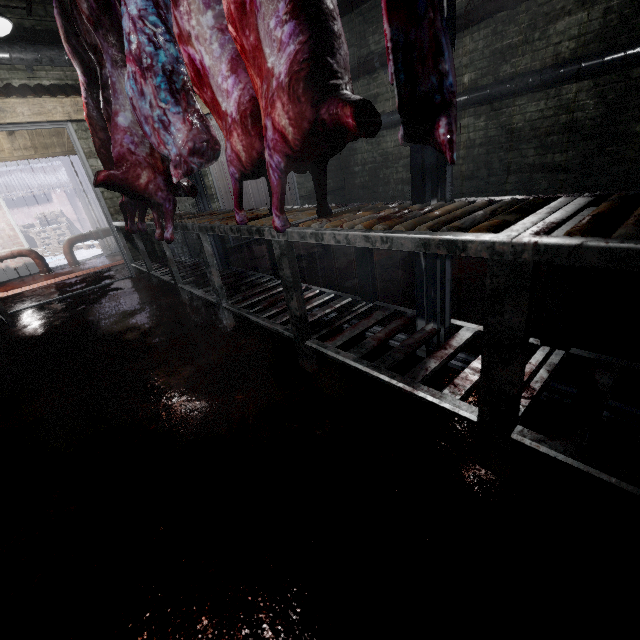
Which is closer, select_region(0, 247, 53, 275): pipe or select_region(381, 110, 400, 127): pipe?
select_region(381, 110, 400, 127): pipe

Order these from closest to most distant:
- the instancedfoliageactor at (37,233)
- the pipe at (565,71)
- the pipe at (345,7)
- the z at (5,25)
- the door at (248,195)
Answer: the z at (5,25)
the pipe at (565,71)
the pipe at (345,7)
the door at (248,195)
the instancedfoliageactor at (37,233)

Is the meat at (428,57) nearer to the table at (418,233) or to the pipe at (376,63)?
the table at (418,233)

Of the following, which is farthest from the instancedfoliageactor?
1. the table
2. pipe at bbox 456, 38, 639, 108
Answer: pipe at bbox 456, 38, 639, 108

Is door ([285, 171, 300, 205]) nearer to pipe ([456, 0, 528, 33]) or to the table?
pipe ([456, 0, 528, 33])

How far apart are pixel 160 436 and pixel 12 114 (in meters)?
4.16

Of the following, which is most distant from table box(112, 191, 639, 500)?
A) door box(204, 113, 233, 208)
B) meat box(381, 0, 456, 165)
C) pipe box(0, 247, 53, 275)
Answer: pipe box(0, 247, 53, 275)

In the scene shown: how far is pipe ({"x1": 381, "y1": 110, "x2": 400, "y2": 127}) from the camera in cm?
501
